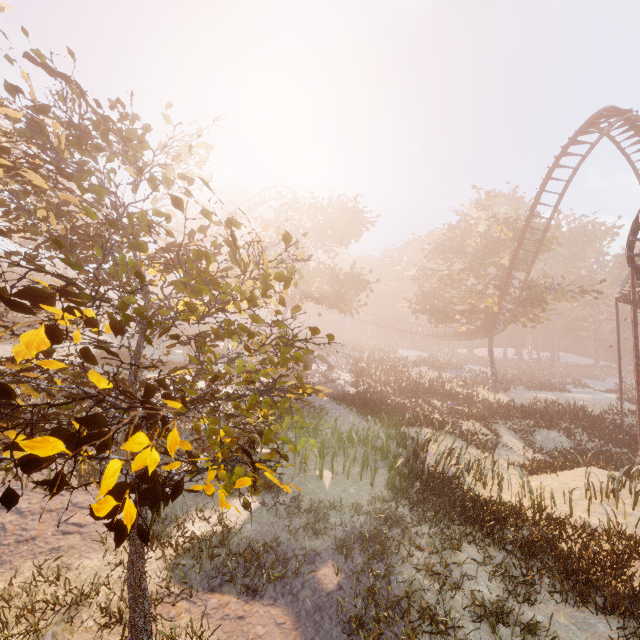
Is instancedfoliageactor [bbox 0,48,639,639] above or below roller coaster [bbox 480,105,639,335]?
below

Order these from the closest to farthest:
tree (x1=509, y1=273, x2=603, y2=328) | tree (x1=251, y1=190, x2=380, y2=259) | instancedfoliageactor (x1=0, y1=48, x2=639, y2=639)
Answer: instancedfoliageactor (x1=0, y1=48, x2=639, y2=639)
tree (x1=251, y1=190, x2=380, y2=259)
tree (x1=509, y1=273, x2=603, y2=328)

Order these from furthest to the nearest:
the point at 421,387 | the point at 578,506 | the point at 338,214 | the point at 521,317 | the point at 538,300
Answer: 1. the point at 521,317
2. the point at 538,300
3. the point at 338,214
4. the point at 421,387
5. the point at 578,506

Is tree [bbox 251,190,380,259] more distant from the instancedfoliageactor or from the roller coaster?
the instancedfoliageactor

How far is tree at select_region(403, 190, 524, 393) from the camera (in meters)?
31.05

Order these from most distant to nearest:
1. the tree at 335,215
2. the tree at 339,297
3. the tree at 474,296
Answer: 1. the tree at 474,296
2. the tree at 335,215
3. the tree at 339,297

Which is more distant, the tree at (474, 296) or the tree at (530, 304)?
the tree at (474, 296)

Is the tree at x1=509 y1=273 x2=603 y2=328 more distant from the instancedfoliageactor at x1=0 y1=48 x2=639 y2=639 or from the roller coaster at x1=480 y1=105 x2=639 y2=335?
the instancedfoliageactor at x1=0 y1=48 x2=639 y2=639
